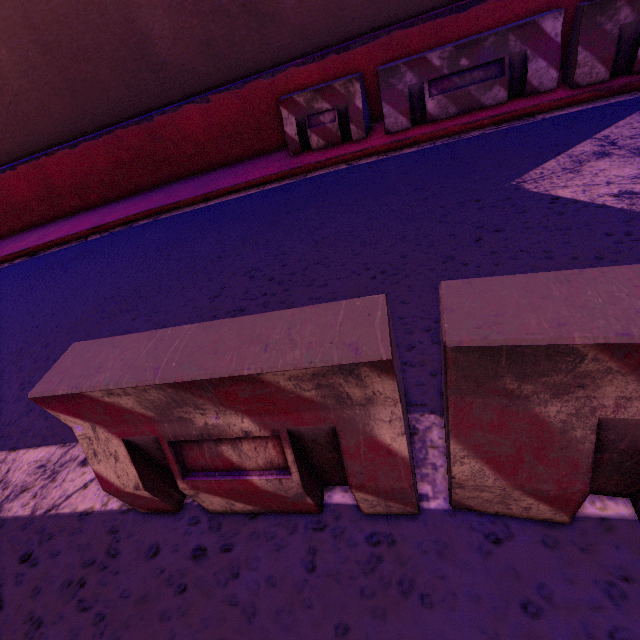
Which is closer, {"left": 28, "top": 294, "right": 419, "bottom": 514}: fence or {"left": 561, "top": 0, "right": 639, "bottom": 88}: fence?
{"left": 28, "top": 294, "right": 419, "bottom": 514}: fence

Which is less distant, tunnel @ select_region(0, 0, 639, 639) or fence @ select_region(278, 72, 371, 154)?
tunnel @ select_region(0, 0, 639, 639)

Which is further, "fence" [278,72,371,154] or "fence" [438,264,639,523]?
"fence" [278,72,371,154]

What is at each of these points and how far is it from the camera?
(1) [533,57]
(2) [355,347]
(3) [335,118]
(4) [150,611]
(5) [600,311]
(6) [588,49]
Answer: (1) fence, 4.5 meters
(2) fence, 1.0 meters
(3) fence, 5.5 meters
(4) tunnel, 1.4 meters
(5) fence, 0.9 meters
(6) fence, 4.2 meters

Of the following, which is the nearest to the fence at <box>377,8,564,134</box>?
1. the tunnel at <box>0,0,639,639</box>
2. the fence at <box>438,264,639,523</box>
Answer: the tunnel at <box>0,0,639,639</box>

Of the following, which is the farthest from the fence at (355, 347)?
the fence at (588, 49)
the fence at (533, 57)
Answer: the fence at (588, 49)

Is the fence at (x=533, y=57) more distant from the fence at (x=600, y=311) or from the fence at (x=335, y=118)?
the fence at (x=600, y=311)

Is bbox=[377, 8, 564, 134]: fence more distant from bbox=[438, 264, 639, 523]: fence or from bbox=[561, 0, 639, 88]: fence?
bbox=[438, 264, 639, 523]: fence
